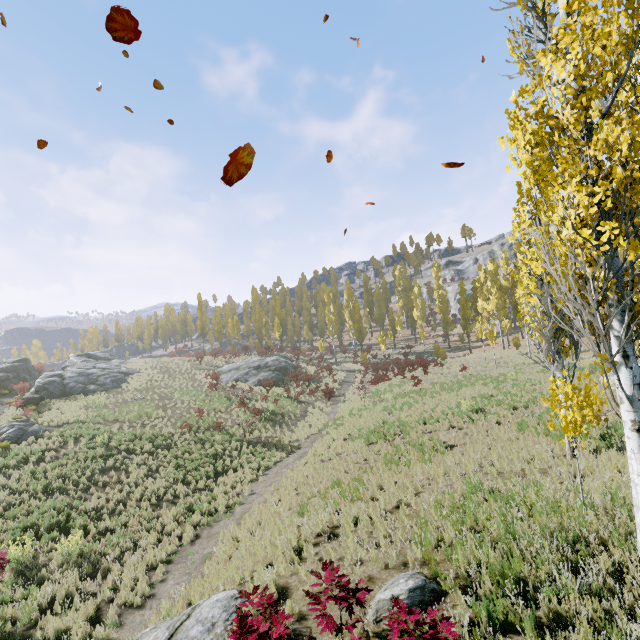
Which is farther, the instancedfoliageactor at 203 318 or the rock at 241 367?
the instancedfoliageactor at 203 318

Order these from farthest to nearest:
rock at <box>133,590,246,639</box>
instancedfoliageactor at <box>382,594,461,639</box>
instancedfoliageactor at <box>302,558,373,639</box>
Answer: rock at <box>133,590,246,639</box> < instancedfoliageactor at <box>302,558,373,639</box> < instancedfoliageactor at <box>382,594,461,639</box>

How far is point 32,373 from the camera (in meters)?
35.75

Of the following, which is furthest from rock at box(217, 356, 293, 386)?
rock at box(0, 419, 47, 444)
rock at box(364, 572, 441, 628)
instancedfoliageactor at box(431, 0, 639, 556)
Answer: rock at box(364, 572, 441, 628)

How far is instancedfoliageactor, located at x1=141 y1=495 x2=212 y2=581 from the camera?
10.4m

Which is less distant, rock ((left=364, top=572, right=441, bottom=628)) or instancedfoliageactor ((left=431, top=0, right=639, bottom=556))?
instancedfoliageactor ((left=431, top=0, right=639, bottom=556))

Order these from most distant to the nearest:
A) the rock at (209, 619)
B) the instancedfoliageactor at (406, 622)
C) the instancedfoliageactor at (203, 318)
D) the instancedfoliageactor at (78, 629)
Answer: the instancedfoliageactor at (203, 318)
the instancedfoliageactor at (78, 629)
the rock at (209, 619)
the instancedfoliageactor at (406, 622)
